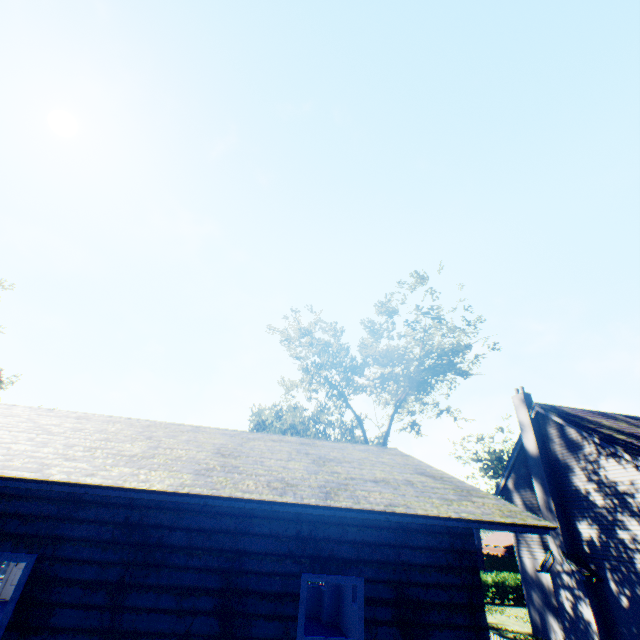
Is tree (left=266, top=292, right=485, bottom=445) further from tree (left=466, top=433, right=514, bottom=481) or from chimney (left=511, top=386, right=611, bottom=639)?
chimney (left=511, top=386, right=611, bottom=639)

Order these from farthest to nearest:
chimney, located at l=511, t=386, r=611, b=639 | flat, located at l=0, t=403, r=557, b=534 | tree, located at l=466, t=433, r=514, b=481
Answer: tree, located at l=466, t=433, r=514, b=481, chimney, located at l=511, t=386, r=611, b=639, flat, located at l=0, t=403, r=557, b=534

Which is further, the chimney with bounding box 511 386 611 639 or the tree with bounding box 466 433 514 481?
the tree with bounding box 466 433 514 481

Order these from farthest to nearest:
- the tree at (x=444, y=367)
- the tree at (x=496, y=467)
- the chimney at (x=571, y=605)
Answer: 1. the tree at (x=496, y=467)
2. the tree at (x=444, y=367)
3. the chimney at (x=571, y=605)

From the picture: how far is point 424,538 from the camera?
5.71m

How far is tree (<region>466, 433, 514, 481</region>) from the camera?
47.28m

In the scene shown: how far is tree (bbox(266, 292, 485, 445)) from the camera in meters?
23.8 m

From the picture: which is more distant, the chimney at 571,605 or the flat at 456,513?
the chimney at 571,605
